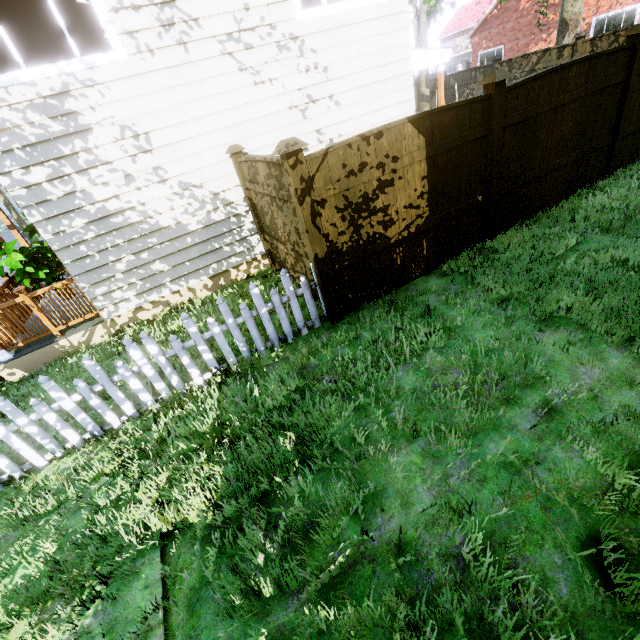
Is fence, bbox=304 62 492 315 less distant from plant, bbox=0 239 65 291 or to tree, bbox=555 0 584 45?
tree, bbox=555 0 584 45

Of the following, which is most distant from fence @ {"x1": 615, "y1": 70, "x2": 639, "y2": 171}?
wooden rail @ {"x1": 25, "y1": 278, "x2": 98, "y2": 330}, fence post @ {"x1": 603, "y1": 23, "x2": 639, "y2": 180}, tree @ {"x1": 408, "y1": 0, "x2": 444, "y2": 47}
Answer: wooden rail @ {"x1": 25, "y1": 278, "x2": 98, "y2": 330}

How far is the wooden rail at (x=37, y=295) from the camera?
5.9 meters

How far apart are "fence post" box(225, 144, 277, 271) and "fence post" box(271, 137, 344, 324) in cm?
242

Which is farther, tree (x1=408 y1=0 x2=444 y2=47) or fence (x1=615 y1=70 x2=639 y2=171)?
tree (x1=408 y1=0 x2=444 y2=47)

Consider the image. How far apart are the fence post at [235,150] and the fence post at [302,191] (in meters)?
2.42

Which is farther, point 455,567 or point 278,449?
point 278,449

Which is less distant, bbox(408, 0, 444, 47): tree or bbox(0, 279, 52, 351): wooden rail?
bbox(0, 279, 52, 351): wooden rail
